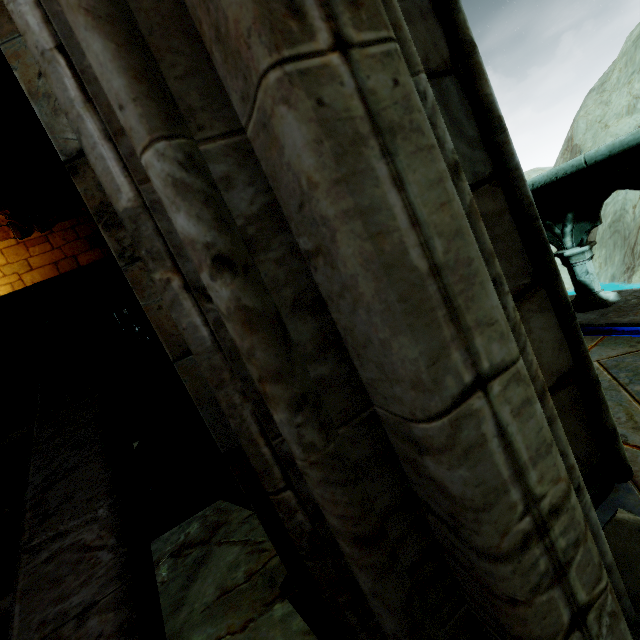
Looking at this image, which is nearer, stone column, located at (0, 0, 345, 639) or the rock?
stone column, located at (0, 0, 345, 639)

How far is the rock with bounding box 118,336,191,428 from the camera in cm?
881

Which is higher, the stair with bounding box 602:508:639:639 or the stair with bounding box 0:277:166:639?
the stair with bounding box 0:277:166:639

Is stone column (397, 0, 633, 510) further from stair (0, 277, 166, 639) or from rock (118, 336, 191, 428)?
rock (118, 336, 191, 428)

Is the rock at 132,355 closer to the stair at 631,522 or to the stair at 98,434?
the stair at 98,434

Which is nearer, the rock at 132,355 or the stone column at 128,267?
the stone column at 128,267

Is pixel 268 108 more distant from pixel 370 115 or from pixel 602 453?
pixel 602 453
